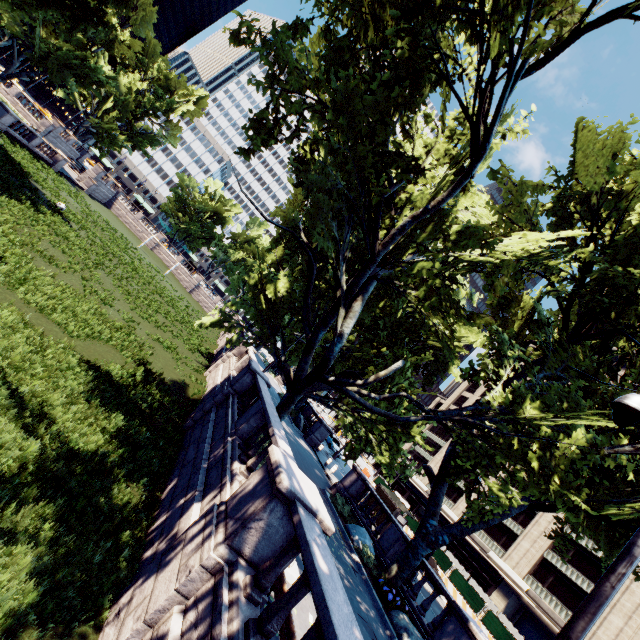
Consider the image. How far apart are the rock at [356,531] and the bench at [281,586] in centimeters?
950cm

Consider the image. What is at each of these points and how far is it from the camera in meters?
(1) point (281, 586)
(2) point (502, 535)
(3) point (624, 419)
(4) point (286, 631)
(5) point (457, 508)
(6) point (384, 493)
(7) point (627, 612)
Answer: (1) bench, 6.1 m
(2) building, 43.9 m
(3) light, 4.8 m
(4) bench, 5.3 m
(5) building, 50.3 m
(6) bus stop, 24.1 m
(7) building, 31.0 m

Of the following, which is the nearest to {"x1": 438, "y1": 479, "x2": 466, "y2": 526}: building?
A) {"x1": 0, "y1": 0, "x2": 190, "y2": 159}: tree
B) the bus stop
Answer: {"x1": 0, "y1": 0, "x2": 190, "y2": 159}: tree

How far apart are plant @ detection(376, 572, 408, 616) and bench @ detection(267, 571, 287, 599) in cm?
786

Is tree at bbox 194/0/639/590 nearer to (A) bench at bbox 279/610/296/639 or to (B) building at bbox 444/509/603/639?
(A) bench at bbox 279/610/296/639

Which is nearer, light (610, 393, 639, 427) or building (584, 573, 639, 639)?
light (610, 393, 639, 427)

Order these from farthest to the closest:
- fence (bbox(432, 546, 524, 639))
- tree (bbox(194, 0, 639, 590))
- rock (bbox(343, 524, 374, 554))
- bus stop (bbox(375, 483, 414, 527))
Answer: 1. fence (bbox(432, 546, 524, 639))
2. bus stop (bbox(375, 483, 414, 527))
3. rock (bbox(343, 524, 374, 554))
4. tree (bbox(194, 0, 639, 590))

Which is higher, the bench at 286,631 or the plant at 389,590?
the bench at 286,631
